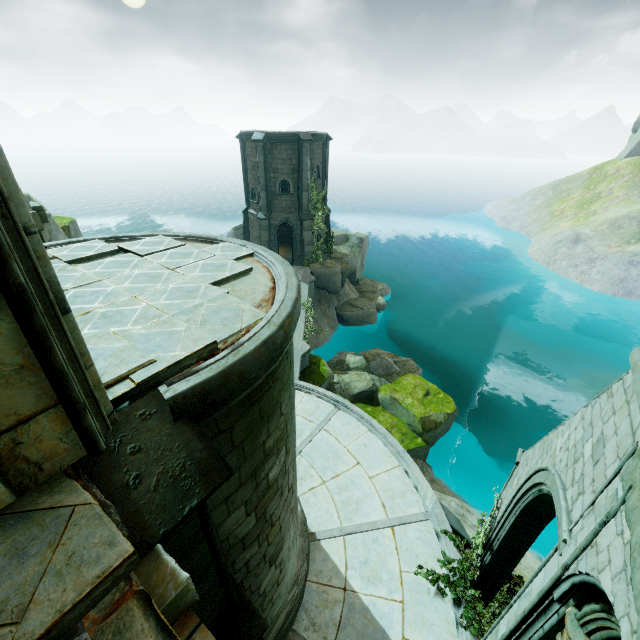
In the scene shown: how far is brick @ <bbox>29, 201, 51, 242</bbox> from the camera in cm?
856

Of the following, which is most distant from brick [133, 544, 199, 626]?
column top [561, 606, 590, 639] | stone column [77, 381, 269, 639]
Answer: column top [561, 606, 590, 639]

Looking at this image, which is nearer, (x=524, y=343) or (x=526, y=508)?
(x=526, y=508)

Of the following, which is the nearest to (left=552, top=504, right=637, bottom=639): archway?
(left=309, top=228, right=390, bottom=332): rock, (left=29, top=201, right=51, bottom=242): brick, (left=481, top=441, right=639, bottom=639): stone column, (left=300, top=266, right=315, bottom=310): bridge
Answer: (left=481, top=441, right=639, bottom=639): stone column

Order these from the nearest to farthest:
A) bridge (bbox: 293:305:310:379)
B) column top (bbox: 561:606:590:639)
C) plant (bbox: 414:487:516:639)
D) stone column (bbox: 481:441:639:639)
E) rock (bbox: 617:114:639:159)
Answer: stone column (bbox: 481:441:639:639) → column top (bbox: 561:606:590:639) → plant (bbox: 414:487:516:639) → bridge (bbox: 293:305:310:379) → rock (bbox: 617:114:639:159)

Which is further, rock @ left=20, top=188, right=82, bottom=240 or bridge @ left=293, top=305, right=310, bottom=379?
bridge @ left=293, top=305, right=310, bottom=379

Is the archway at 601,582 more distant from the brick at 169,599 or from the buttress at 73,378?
the buttress at 73,378

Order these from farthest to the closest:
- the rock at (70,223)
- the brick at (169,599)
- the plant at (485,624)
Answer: the rock at (70,223) < the plant at (485,624) < the brick at (169,599)
